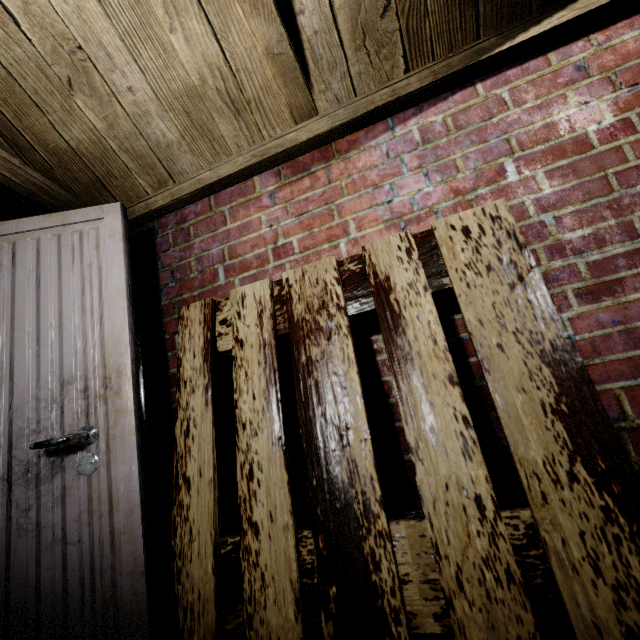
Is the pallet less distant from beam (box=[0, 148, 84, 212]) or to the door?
the door

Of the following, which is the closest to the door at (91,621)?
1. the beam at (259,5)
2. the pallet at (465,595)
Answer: the pallet at (465,595)

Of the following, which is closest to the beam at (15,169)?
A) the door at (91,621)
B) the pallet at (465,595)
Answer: the door at (91,621)

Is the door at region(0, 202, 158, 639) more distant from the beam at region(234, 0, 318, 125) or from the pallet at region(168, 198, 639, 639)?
the beam at region(234, 0, 318, 125)

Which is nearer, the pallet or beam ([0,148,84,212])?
the pallet

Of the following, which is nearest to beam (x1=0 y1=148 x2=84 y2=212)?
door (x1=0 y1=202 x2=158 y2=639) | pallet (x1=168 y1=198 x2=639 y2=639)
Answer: door (x1=0 y1=202 x2=158 y2=639)

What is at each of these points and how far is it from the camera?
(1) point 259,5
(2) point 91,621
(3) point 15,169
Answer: (1) beam, 0.8m
(2) door, 0.8m
(3) beam, 1.1m

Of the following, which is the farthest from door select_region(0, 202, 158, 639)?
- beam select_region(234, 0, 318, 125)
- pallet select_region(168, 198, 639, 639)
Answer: beam select_region(234, 0, 318, 125)
